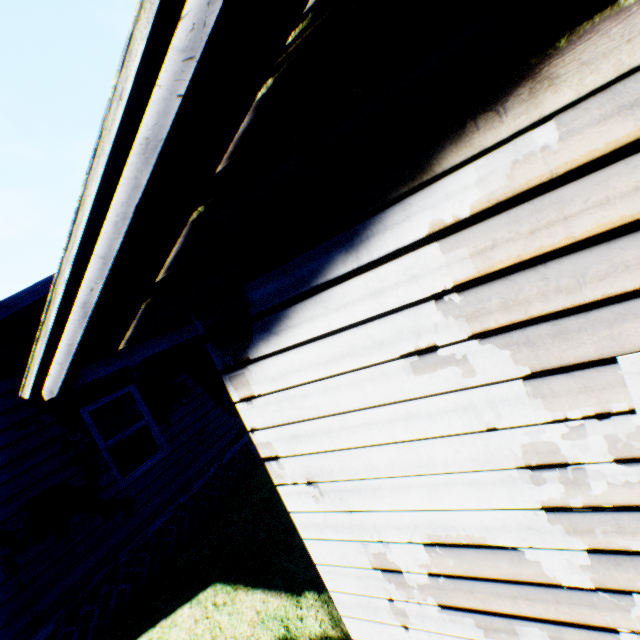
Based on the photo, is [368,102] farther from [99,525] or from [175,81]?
[99,525]
